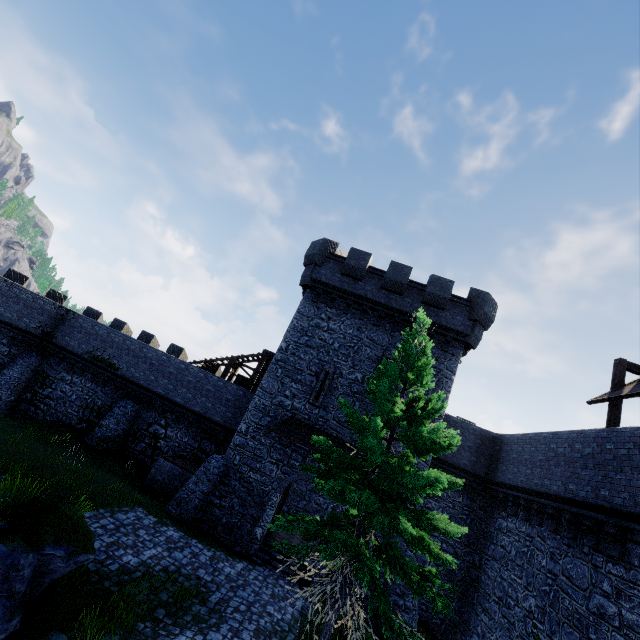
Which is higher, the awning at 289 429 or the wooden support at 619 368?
the wooden support at 619 368

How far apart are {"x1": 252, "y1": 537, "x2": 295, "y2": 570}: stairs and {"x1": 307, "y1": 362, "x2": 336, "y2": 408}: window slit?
6.7 meters

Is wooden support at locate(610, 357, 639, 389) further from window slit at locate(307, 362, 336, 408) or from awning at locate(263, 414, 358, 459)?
window slit at locate(307, 362, 336, 408)

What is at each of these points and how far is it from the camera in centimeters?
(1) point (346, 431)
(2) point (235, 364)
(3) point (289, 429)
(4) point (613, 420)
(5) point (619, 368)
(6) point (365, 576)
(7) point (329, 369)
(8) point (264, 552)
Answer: (1) building, 1681cm
(2) stairs, 2414cm
(3) awning, 1659cm
(4) wooden support, 1206cm
(5) wooden support, 1274cm
(6) tree, 650cm
(7) window slit, 1792cm
(8) stairs, 1531cm

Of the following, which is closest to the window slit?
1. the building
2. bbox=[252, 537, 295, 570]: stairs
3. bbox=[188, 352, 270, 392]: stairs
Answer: the building

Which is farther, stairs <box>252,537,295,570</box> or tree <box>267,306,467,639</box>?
stairs <box>252,537,295,570</box>

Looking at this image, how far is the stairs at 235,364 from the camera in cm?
2241

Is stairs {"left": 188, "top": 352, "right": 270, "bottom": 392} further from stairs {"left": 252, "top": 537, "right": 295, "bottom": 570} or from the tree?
the tree
